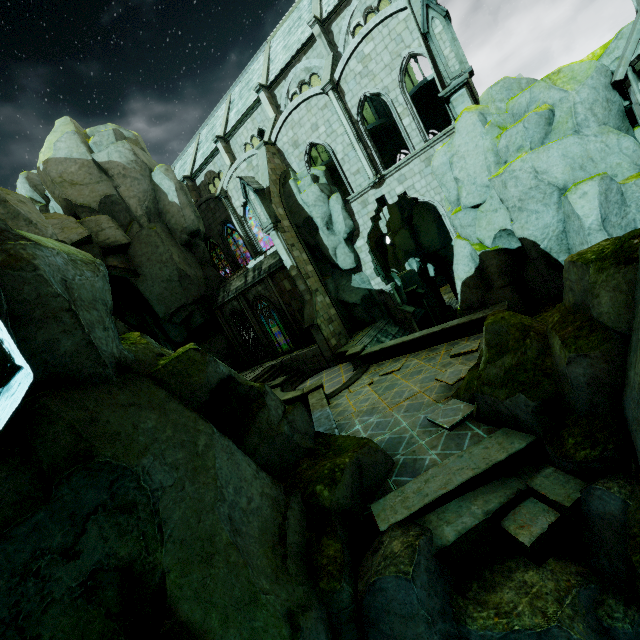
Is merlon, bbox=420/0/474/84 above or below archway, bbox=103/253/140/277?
below

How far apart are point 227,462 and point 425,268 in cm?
3277

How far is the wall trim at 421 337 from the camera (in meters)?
13.45

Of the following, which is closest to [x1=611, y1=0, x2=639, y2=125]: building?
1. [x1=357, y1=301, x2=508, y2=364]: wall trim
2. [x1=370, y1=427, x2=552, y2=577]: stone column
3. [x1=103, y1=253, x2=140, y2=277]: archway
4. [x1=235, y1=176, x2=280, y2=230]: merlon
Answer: [x1=235, y1=176, x2=280, y2=230]: merlon

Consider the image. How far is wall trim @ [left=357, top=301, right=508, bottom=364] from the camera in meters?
13.5 m

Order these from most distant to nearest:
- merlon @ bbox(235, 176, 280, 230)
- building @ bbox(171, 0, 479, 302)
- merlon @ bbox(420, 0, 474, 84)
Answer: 1. merlon @ bbox(235, 176, 280, 230)
2. building @ bbox(171, 0, 479, 302)
3. merlon @ bbox(420, 0, 474, 84)

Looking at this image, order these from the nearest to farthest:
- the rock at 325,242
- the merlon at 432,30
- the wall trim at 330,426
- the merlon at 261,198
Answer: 1. the wall trim at 330,426
2. the merlon at 432,30
3. the merlon at 261,198
4. the rock at 325,242

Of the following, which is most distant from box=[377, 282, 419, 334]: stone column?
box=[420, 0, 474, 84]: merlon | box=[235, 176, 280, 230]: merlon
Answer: box=[420, 0, 474, 84]: merlon
